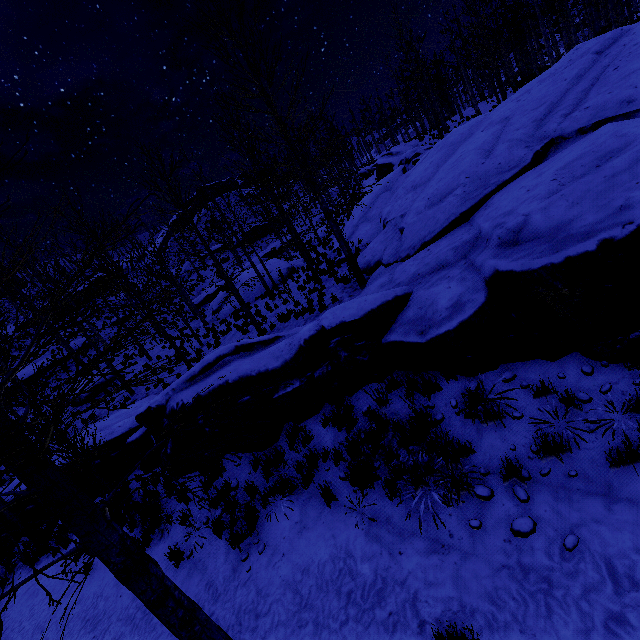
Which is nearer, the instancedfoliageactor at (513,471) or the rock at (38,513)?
the instancedfoliageactor at (513,471)

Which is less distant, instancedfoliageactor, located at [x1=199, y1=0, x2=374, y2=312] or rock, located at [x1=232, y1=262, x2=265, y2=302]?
instancedfoliageactor, located at [x1=199, y1=0, x2=374, y2=312]

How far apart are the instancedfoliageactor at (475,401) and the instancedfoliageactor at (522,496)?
1.18m

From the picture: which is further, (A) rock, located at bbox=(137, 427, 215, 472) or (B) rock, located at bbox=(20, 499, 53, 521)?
(B) rock, located at bbox=(20, 499, 53, 521)

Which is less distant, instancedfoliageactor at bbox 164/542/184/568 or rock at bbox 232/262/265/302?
instancedfoliageactor at bbox 164/542/184/568

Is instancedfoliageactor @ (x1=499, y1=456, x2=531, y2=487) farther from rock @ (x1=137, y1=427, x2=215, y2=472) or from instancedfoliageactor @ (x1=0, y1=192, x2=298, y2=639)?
instancedfoliageactor @ (x1=0, y1=192, x2=298, y2=639)

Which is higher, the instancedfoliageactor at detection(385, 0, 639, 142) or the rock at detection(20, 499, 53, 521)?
the instancedfoliageactor at detection(385, 0, 639, 142)

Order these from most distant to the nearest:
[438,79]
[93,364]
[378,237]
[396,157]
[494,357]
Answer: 1. [396,157]
2. [438,79]
3. [378,237]
4. [494,357]
5. [93,364]
